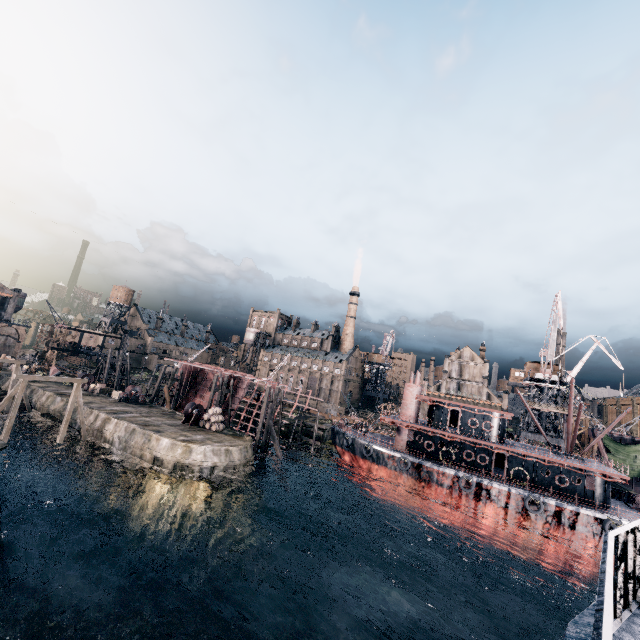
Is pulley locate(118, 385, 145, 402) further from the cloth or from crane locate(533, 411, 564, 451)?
A: the cloth

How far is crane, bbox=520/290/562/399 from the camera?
46.09m

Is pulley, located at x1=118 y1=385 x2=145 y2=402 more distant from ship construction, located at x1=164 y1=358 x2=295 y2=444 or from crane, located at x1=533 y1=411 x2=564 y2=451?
crane, located at x1=533 y1=411 x2=564 y2=451

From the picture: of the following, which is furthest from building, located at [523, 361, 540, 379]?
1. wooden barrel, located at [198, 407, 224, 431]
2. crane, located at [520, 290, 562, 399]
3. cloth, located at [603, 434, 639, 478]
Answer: wooden barrel, located at [198, 407, 224, 431]

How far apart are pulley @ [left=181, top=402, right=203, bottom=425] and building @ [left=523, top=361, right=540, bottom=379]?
51.9m

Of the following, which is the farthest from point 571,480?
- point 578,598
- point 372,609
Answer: point 372,609

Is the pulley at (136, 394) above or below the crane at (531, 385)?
below

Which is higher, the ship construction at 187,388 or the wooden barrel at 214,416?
the ship construction at 187,388
